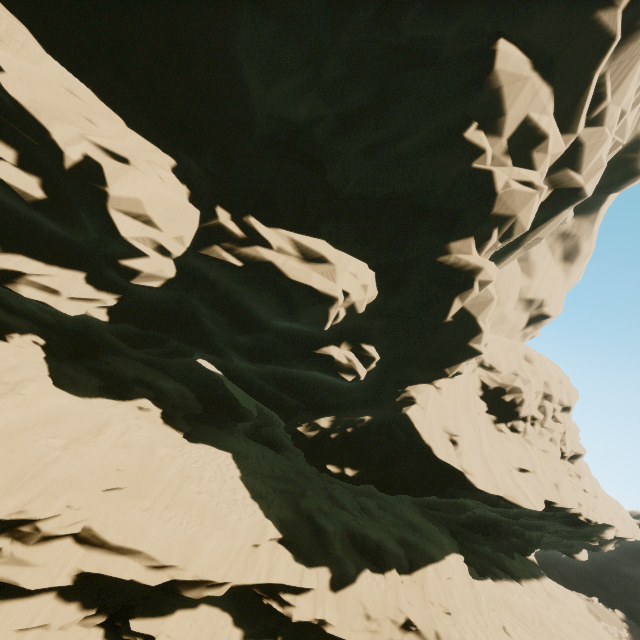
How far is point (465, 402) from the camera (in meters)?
17.66
